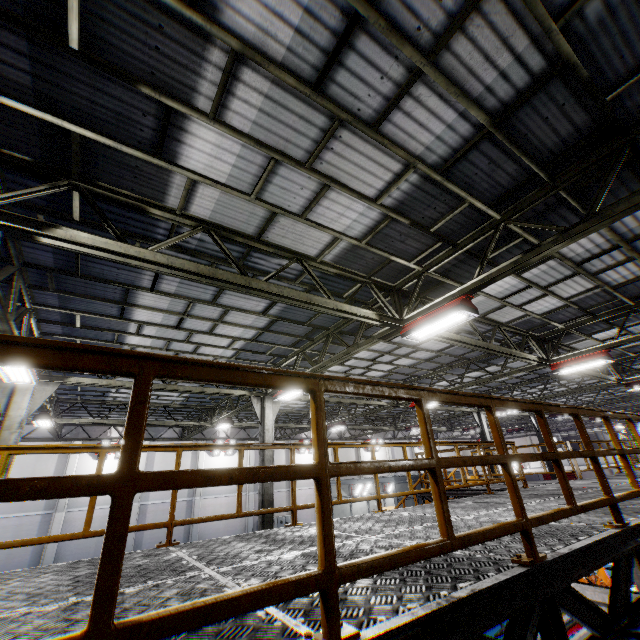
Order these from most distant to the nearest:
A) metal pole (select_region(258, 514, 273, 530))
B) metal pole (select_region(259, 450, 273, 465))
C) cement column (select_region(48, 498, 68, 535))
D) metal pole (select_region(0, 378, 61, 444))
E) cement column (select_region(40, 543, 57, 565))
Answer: cement column (select_region(48, 498, 68, 535))
cement column (select_region(40, 543, 57, 565))
metal pole (select_region(259, 450, 273, 465))
metal pole (select_region(258, 514, 273, 530))
metal pole (select_region(0, 378, 61, 444))

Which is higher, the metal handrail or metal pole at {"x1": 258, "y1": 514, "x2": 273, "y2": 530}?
the metal handrail

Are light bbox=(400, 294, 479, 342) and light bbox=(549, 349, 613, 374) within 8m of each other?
yes

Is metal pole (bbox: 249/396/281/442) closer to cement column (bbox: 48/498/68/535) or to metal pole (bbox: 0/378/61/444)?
metal pole (bbox: 0/378/61/444)

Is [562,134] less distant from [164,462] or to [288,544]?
[288,544]

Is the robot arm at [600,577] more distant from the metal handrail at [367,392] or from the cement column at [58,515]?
the cement column at [58,515]

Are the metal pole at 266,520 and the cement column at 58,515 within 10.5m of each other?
no

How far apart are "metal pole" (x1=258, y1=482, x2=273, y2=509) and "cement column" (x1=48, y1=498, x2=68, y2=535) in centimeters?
1561cm
